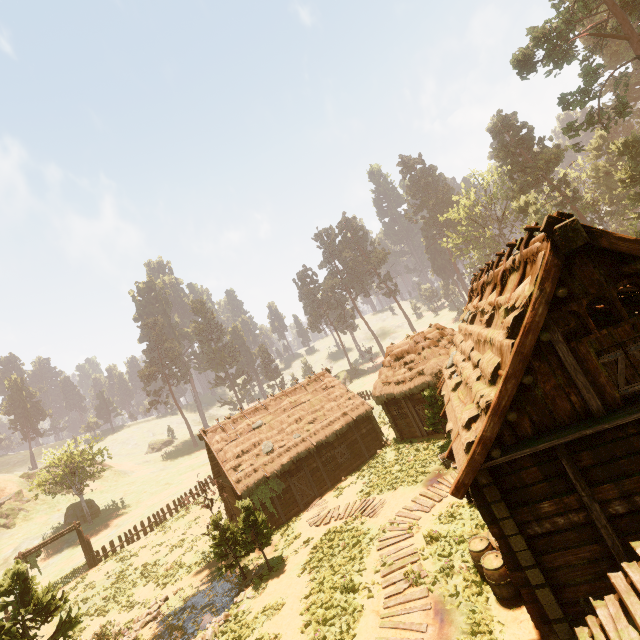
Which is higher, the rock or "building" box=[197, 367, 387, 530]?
the rock

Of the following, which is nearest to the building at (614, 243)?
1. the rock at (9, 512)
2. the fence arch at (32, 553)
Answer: the fence arch at (32, 553)

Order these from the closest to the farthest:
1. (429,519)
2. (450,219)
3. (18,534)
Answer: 1. (429,519)
2. (18,534)
3. (450,219)

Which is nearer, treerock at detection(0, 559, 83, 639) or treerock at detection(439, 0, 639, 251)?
treerock at detection(0, 559, 83, 639)

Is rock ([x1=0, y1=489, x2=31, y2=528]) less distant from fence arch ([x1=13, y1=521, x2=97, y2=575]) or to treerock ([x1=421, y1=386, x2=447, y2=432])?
treerock ([x1=421, y1=386, x2=447, y2=432])

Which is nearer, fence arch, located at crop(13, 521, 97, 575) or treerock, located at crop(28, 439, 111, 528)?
fence arch, located at crop(13, 521, 97, 575)

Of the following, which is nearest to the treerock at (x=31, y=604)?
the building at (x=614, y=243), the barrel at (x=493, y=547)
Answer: the building at (x=614, y=243)

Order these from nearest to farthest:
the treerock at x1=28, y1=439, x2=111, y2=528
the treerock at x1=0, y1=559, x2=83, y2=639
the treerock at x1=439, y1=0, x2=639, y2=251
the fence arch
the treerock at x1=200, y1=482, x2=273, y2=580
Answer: the treerock at x1=0, y1=559, x2=83, y2=639 → the treerock at x1=200, y1=482, x2=273, y2=580 → the fence arch → the treerock at x1=439, y1=0, x2=639, y2=251 → the treerock at x1=28, y1=439, x2=111, y2=528
